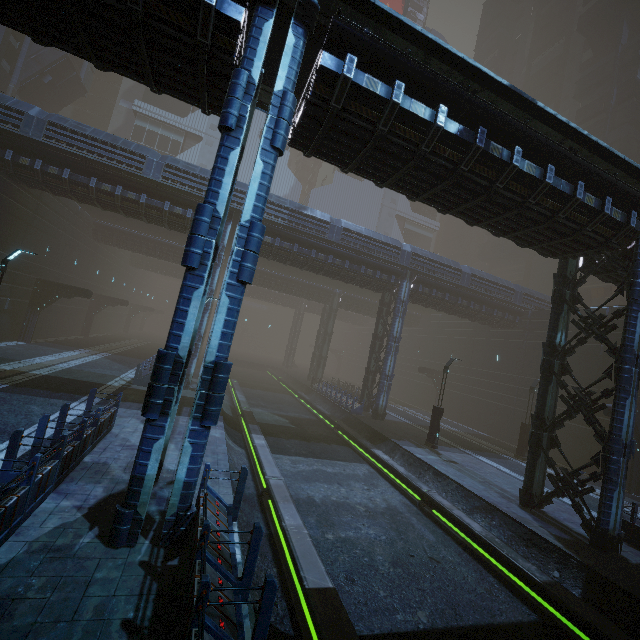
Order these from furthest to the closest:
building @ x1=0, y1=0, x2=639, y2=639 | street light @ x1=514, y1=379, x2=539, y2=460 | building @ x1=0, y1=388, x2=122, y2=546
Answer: street light @ x1=514, y1=379, x2=539, y2=460
building @ x1=0, y1=0, x2=639, y2=639
building @ x1=0, y1=388, x2=122, y2=546

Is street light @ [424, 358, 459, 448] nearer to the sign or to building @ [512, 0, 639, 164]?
building @ [512, 0, 639, 164]

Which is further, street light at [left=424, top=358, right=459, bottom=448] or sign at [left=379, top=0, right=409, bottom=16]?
sign at [left=379, top=0, right=409, bottom=16]

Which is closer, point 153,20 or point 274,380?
point 153,20

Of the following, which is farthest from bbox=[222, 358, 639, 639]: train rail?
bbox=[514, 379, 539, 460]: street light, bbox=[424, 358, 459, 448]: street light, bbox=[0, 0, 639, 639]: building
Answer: bbox=[514, 379, 539, 460]: street light

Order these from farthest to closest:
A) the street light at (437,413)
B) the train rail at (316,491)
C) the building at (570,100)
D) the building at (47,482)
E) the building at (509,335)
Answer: the building at (570,100), the street light at (437,413), the train rail at (316,491), the building at (509,335), the building at (47,482)

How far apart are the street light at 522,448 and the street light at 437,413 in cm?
698

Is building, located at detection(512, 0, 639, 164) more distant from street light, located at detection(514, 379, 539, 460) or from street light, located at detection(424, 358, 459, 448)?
street light, located at detection(424, 358, 459, 448)
